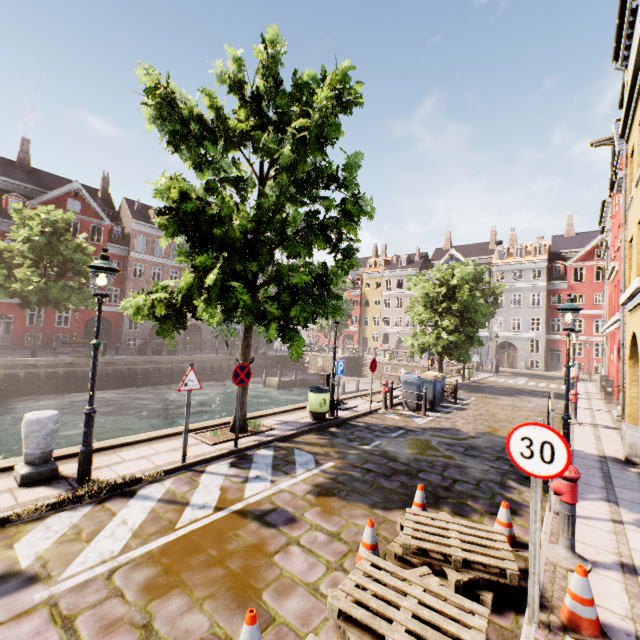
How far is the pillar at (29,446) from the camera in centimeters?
525cm

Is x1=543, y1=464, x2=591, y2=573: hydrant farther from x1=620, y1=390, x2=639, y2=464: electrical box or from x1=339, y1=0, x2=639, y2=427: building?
x1=339, y1=0, x2=639, y2=427: building

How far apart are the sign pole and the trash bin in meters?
7.1

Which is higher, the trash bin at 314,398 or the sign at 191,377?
the sign at 191,377

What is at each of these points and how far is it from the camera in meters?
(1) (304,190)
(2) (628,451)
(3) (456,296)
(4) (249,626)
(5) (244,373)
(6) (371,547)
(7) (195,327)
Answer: (1) tree, 8.2
(2) electrical box, 8.0
(3) tree, 19.8
(4) traffic cone, 2.5
(5) sign, 7.5
(6) traffic cone, 3.9
(7) building, 40.7

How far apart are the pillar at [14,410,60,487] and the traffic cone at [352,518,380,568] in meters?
5.2

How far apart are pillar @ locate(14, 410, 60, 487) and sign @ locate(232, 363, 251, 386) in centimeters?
309cm

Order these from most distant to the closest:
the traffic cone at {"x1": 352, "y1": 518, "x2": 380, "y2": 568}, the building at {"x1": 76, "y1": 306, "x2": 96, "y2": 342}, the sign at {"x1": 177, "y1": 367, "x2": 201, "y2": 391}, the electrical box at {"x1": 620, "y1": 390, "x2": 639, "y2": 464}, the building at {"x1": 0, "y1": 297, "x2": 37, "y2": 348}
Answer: the building at {"x1": 76, "y1": 306, "x2": 96, "y2": 342} < the building at {"x1": 0, "y1": 297, "x2": 37, "y2": 348} < the electrical box at {"x1": 620, "y1": 390, "x2": 639, "y2": 464} < the sign at {"x1": 177, "y1": 367, "x2": 201, "y2": 391} < the traffic cone at {"x1": 352, "y1": 518, "x2": 380, "y2": 568}
